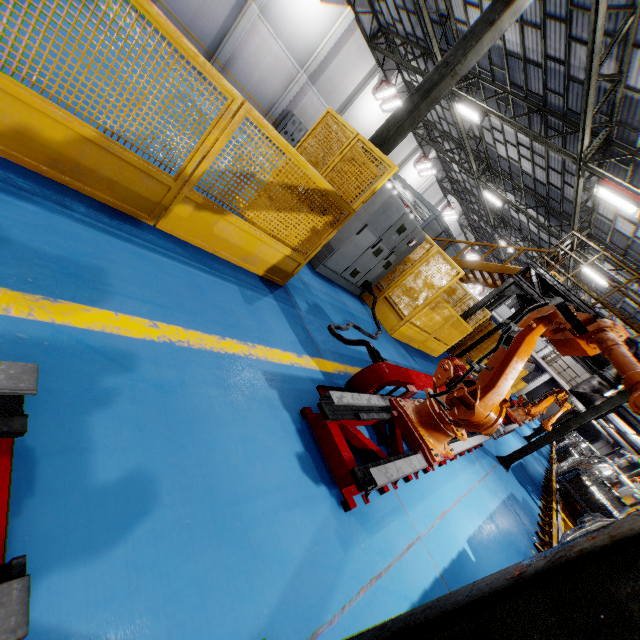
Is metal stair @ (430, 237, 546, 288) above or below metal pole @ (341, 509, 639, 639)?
above

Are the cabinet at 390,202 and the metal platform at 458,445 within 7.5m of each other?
yes

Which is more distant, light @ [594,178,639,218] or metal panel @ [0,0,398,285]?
light @ [594,178,639,218]

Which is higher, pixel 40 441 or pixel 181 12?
pixel 181 12

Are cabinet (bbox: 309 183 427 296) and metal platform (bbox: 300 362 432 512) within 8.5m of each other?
yes

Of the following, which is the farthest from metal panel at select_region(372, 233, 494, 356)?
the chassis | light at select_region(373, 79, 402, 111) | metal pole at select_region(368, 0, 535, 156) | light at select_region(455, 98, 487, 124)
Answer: light at select_region(373, 79, 402, 111)

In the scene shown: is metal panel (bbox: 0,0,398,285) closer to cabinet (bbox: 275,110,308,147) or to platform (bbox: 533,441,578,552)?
platform (bbox: 533,441,578,552)

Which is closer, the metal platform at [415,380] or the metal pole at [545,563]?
the metal pole at [545,563]
